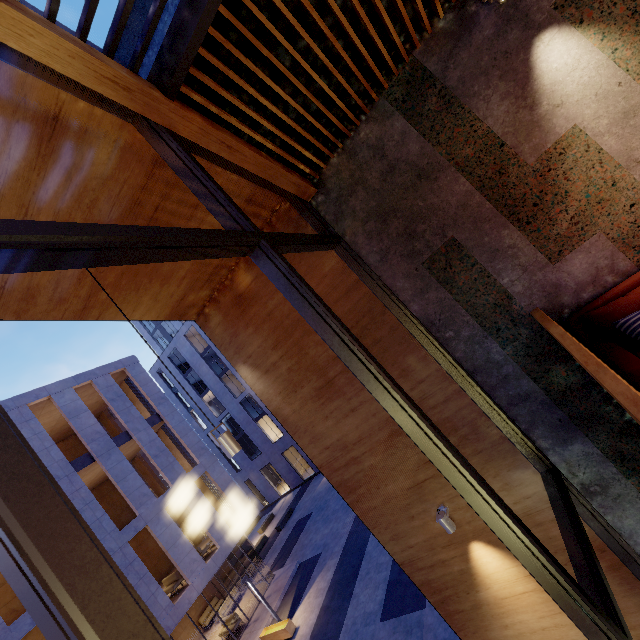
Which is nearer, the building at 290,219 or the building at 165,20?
the building at 165,20

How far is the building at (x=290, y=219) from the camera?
3.8 meters

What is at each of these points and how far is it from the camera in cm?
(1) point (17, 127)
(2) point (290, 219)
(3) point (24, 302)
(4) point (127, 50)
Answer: (1) building, 248
(2) building, 464
(3) building, 370
(4) building, 273

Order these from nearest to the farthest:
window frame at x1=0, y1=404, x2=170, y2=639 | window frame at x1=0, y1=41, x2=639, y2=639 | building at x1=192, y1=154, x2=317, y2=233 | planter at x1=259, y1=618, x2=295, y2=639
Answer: window frame at x1=0, y1=404, x2=170, y2=639
window frame at x1=0, y1=41, x2=639, y2=639
building at x1=192, y1=154, x2=317, y2=233
planter at x1=259, y1=618, x2=295, y2=639

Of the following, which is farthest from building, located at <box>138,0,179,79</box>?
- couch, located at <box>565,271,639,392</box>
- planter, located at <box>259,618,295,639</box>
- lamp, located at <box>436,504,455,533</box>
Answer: planter, located at <box>259,618,295,639</box>

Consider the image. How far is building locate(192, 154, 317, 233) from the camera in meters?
3.8

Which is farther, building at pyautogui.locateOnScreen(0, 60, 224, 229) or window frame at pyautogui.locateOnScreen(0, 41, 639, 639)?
building at pyautogui.locateOnScreen(0, 60, 224, 229)
